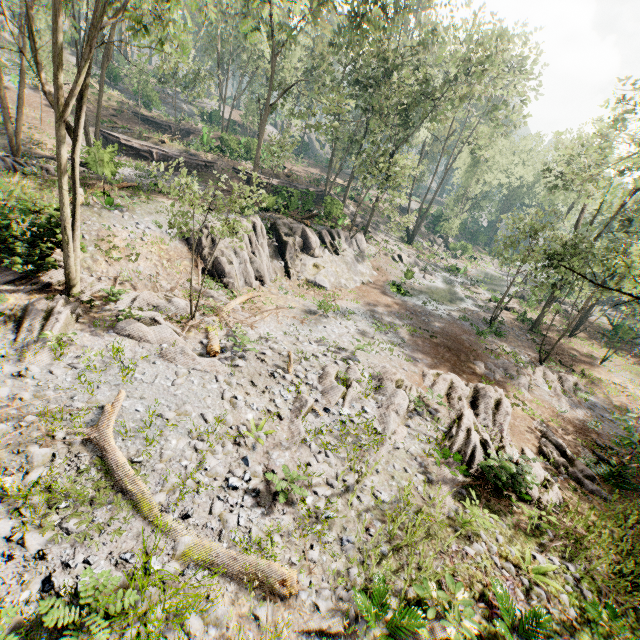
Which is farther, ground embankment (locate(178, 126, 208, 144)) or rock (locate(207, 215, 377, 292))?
ground embankment (locate(178, 126, 208, 144))

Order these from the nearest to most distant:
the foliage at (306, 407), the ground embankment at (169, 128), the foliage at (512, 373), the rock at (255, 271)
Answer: the foliage at (306, 407), the foliage at (512, 373), the rock at (255, 271), the ground embankment at (169, 128)

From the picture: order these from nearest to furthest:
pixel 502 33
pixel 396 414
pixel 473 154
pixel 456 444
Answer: pixel 456 444 < pixel 396 414 < pixel 502 33 < pixel 473 154

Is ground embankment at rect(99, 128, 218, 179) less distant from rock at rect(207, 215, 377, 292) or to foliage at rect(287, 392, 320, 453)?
foliage at rect(287, 392, 320, 453)

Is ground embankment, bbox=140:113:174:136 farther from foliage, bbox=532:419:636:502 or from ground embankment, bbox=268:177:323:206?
ground embankment, bbox=268:177:323:206

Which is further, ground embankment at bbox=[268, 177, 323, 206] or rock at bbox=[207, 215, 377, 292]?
ground embankment at bbox=[268, 177, 323, 206]

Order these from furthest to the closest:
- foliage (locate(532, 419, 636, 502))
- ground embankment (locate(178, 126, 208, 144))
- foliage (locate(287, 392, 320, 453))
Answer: ground embankment (locate(178, 126, 208, 144)) < foliage (locate(532, 419, 636, 502)) < foliage (locate(287, 392, 320, 453))

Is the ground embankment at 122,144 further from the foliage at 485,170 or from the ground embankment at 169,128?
the ground embankment at 169,128
